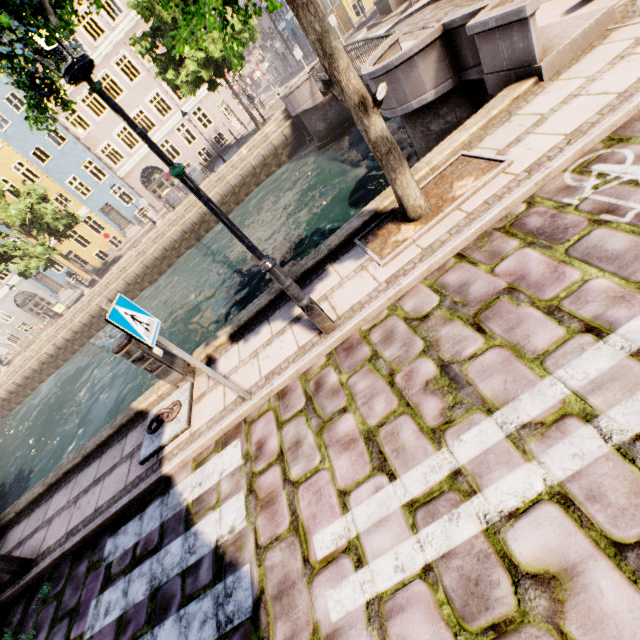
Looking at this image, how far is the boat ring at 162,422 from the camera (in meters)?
4.66

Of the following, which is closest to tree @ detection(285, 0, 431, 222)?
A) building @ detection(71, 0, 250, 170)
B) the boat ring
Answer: the boat ring

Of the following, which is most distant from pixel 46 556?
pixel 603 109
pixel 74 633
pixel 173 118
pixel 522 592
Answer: pixel 173 118

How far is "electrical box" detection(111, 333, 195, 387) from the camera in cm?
470

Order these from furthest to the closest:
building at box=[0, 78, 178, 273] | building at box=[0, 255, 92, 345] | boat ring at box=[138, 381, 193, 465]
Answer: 1. building at box=[0, 255, 92, 345]
2. building at box=[0, 78, 178, 273]
3. boat ring at box=[138, 381, 193, 465]

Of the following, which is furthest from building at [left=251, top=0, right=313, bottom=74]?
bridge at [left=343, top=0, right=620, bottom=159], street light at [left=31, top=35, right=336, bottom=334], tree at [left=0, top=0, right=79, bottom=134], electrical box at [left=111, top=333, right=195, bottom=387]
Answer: street light at [left=31, top=35, right=336, bottom=334]

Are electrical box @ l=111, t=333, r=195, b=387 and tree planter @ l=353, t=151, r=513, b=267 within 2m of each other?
no

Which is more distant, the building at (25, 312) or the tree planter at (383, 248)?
the building at (25, 312)
